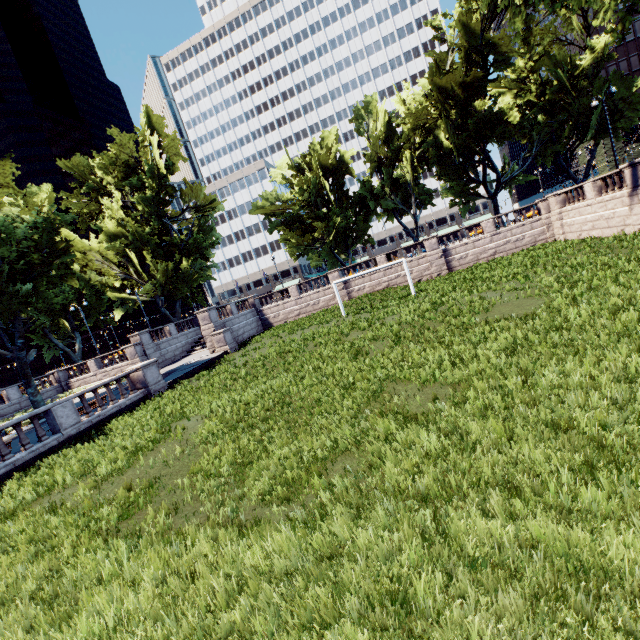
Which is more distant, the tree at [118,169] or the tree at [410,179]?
the tree at [410,179]

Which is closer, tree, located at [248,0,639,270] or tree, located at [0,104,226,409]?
tree, located at [0,104,226,409]

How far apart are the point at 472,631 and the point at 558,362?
5.6 meters
